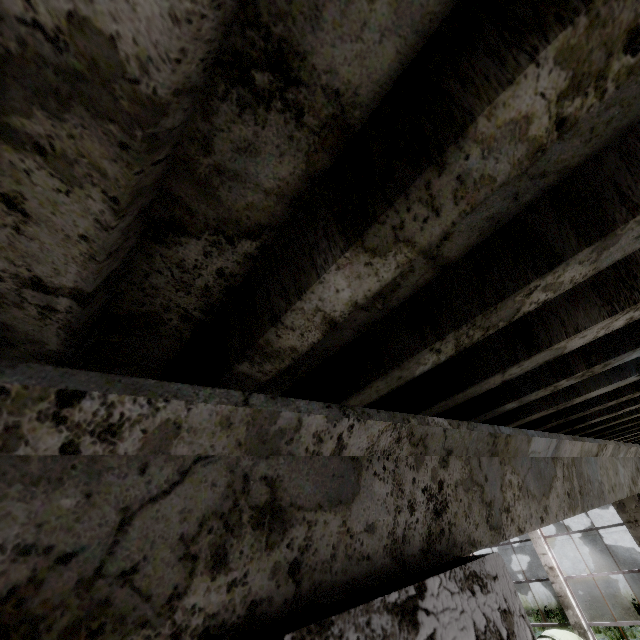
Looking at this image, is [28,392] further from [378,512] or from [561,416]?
[561,416]

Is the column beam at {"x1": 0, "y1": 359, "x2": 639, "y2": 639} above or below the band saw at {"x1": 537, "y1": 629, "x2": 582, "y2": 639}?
above

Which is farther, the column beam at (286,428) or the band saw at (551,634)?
the band saw at (551,634)

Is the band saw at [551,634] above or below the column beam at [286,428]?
below

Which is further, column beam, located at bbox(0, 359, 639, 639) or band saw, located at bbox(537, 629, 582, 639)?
band saw, located at bbox(537, 629, 582, 639)
